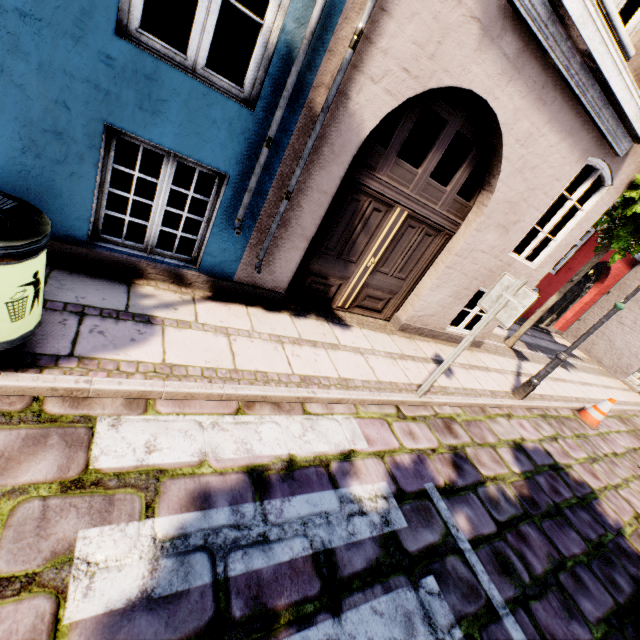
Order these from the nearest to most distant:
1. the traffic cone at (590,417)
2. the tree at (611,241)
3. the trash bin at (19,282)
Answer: the trash bin at (19,282)
the tree at (611,241)
the traffic cone at (590,417)

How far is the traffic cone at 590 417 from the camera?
7.0 meters

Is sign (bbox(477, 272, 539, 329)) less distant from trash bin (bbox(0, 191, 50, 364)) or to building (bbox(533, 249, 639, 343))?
building (bbox(533, 249, 639, 343))

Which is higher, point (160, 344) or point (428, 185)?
point (428, 185)

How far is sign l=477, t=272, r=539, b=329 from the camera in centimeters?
353cm

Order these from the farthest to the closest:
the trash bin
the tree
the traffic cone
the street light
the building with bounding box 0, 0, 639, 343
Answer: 1. the traffic cone
2. the tree
3. the street light
4. the building with bounding box 0, 0, 639, 343
5. the trash bin

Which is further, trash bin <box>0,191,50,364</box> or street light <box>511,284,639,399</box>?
street light <box>511,284,639,399</box>

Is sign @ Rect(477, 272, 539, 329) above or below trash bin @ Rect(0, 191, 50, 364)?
above
